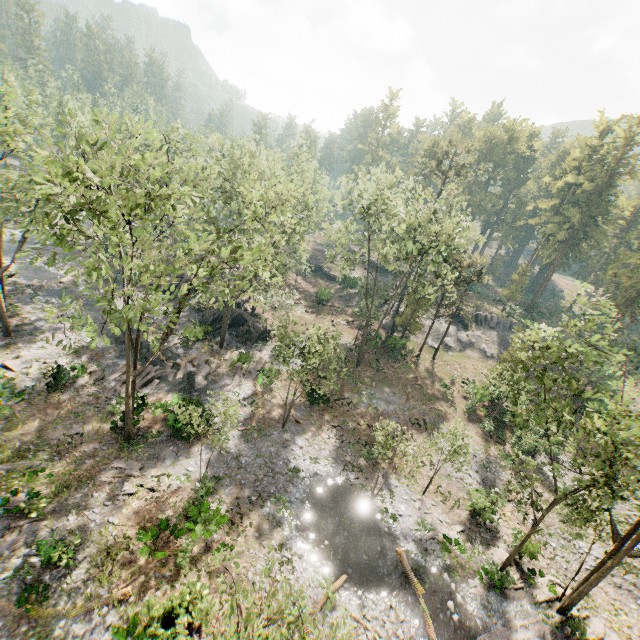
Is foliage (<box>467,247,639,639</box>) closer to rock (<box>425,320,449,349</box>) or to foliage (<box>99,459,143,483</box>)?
rock (<box>425,320,449,349</box>)

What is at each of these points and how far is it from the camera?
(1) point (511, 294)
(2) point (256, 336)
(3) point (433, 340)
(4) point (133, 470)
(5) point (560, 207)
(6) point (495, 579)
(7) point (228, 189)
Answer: (1) foliage, 53.59m
(2) rock, 35.75m
(3) rock, 46.66m
(4) foliage, 19.98m
(5) foliage, 55.47m
(6) foliage, 19.58m
(7) foliage, 36.09m

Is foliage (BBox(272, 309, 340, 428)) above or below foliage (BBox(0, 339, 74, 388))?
above

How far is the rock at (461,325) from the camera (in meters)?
46.44

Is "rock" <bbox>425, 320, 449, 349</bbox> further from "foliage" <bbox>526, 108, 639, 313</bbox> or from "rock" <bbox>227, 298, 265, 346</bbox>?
"rock" <bbox>227, 298, 265, 346</bbox>

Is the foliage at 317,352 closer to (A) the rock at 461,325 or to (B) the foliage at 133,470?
(A) the rock at 461,325

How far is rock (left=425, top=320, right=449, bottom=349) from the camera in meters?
46.0
